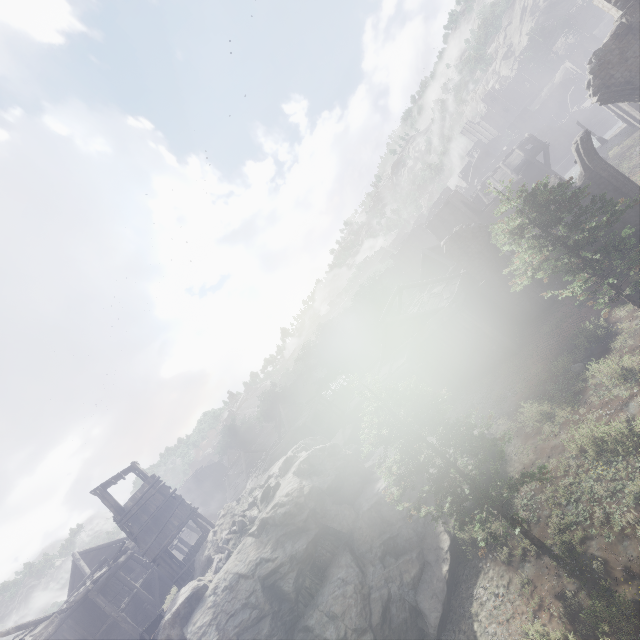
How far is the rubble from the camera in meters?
16.4

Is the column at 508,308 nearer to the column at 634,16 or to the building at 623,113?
the building at 623,113

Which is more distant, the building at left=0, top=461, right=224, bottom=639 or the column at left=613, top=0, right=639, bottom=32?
the building at left=0, top=461, right=224, bottom=639

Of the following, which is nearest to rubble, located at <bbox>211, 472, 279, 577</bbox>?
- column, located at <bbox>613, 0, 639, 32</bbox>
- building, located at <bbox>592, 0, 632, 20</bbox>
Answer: building, located at <bbox>592, 0, 632, 20</bbox>

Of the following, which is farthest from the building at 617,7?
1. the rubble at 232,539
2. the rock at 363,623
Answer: the rubble at 232,539

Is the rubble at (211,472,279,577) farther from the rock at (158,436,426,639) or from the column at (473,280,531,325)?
the column at (473,280,531,325)

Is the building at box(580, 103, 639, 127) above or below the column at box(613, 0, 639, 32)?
below

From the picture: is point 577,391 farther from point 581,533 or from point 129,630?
point 129,630
